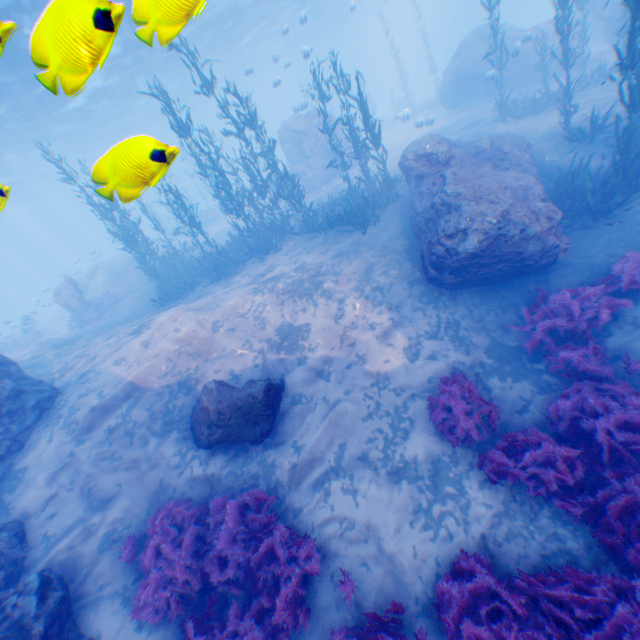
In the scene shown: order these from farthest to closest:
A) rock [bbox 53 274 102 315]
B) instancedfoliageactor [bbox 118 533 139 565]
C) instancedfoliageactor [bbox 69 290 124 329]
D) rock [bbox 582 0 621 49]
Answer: rock [bbox 53 274 102 315], instancedfoliageactor [bbox 69 290 124 329], rock [bbox 582 0 621 49], instancedfoliageactor [bbox 118 533 139 565]

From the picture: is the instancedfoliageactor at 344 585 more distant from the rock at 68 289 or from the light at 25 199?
the light at 25 199

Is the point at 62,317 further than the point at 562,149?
Yes

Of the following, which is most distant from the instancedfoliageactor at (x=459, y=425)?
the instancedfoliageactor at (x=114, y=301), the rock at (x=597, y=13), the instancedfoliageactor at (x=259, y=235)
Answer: the instancedfoliageactor at (x=114, y=301)

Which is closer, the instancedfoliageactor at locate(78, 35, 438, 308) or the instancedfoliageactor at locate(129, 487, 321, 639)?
the instancedfoliageactor at locate(129, 487, 321, 639)

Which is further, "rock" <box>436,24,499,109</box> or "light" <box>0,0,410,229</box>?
"rock" <box>436,24,499,109</box>

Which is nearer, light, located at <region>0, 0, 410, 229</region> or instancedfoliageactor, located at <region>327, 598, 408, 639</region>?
light, located at <region>0, 0, 410, 229</region>

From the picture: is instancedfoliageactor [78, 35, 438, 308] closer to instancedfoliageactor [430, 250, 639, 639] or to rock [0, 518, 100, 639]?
rock [0, 518, 100, 639]
